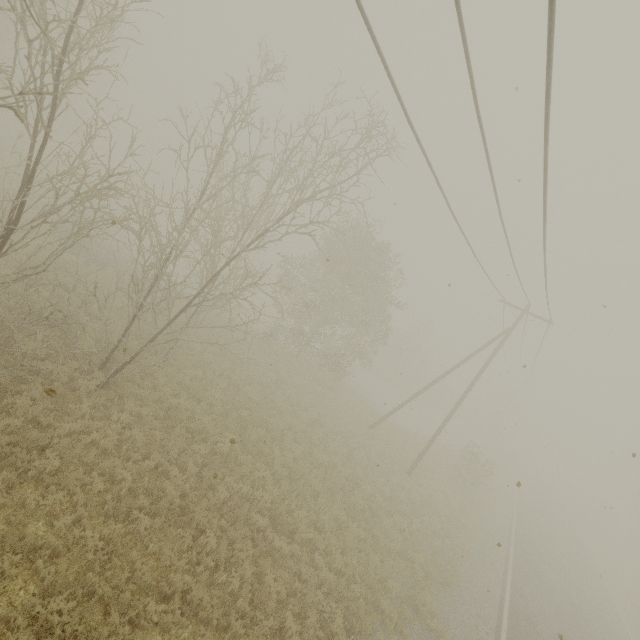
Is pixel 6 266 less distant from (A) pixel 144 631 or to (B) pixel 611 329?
(A) pixel 144 631
